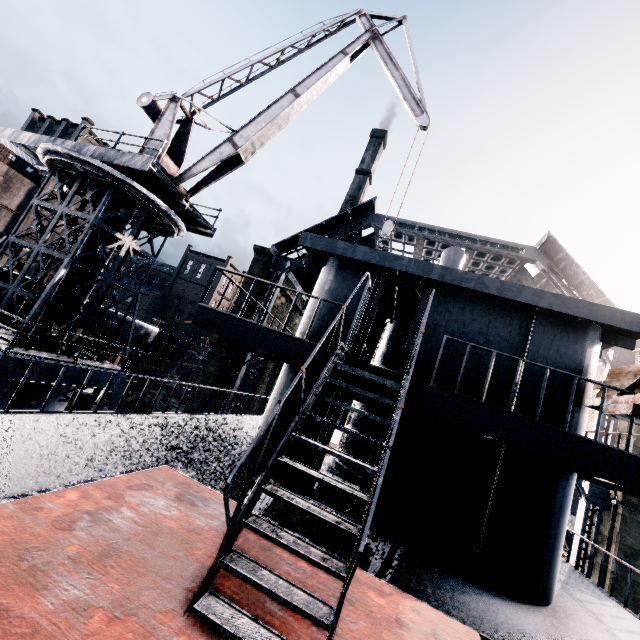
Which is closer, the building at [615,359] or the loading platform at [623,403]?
the loading platform at [623,403]

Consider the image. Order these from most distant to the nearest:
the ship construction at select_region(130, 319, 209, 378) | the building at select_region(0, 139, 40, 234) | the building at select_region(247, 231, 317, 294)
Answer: the building at select_region(0, 139, 40, 234)
the building at select_region(247, 231, 317, 294)
the ship construction at select_region(130, 319, 209, 378)

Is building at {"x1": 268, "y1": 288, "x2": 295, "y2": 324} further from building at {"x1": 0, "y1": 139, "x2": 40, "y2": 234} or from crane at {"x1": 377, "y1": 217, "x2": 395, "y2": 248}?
building at {"x1": 0, "y1": 139, "x2": 40, "y2": 234}

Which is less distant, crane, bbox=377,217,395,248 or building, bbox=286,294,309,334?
crane, bbox=377,217,395,248

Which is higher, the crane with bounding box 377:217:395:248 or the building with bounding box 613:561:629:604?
the crane with bounding box 377:217:395:248

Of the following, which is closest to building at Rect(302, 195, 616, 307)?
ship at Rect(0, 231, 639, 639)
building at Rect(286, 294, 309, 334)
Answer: building at Rect(286, 294, 309, 334)

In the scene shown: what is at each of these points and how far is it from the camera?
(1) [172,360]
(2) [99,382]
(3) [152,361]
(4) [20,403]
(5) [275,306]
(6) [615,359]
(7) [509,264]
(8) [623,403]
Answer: (1) ship construction, 37.1 meters
(2) crane, 15.4 meters
(3) ship construction, 37.8 meters
(4) crane, 18.4 meters
(5) building, 33.5 meters
(6) building, 21.6 meters
(7) building, 28.1 meters
(8) loading platform, 5.6 meters

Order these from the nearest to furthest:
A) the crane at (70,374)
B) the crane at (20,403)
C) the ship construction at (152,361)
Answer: the crane at (20,403) < the crane at (70,374) < the ship construction at (152,361)
